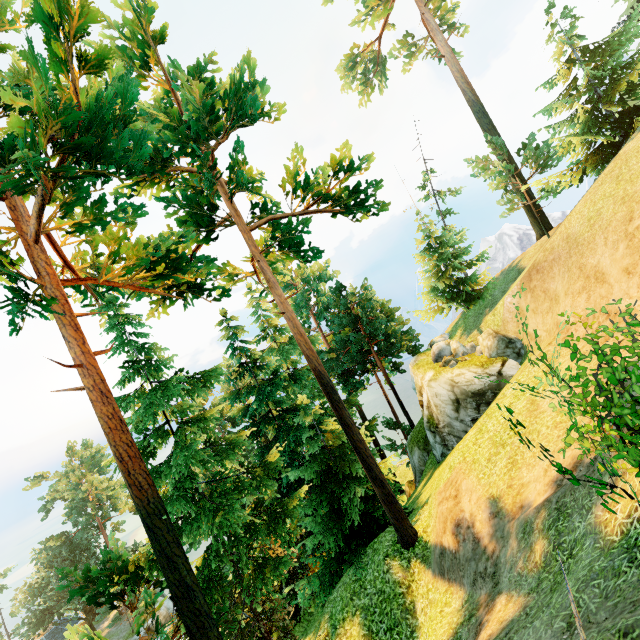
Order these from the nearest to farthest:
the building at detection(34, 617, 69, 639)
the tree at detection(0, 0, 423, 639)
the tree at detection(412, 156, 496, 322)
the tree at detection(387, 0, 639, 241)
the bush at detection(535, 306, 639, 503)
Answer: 1. the bush at detection(535, 306, 639, 503)
2. the tree at detection(0, 0, 423, 639)
3. the tree at detection(387, 0, 639, 241)
4. the tree at detection(412, 156, 496, 322)
5. the building at detection(34, 617, 69, 639)

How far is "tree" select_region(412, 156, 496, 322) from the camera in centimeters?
2591cm

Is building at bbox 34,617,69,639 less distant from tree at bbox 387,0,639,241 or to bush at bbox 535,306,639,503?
tree at bbox 387,0,639,241

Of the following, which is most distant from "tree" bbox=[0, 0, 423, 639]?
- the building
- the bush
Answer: the bush

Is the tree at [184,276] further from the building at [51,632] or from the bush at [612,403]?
the bush at [612,403]

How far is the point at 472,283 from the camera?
27.0m

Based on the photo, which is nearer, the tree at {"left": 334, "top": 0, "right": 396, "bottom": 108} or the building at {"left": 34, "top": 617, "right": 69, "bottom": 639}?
the tree at {"left": 334, "top": 0, "right": 396, "bottom": 108}

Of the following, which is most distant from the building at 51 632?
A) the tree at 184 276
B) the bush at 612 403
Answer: the bush at 612 403
